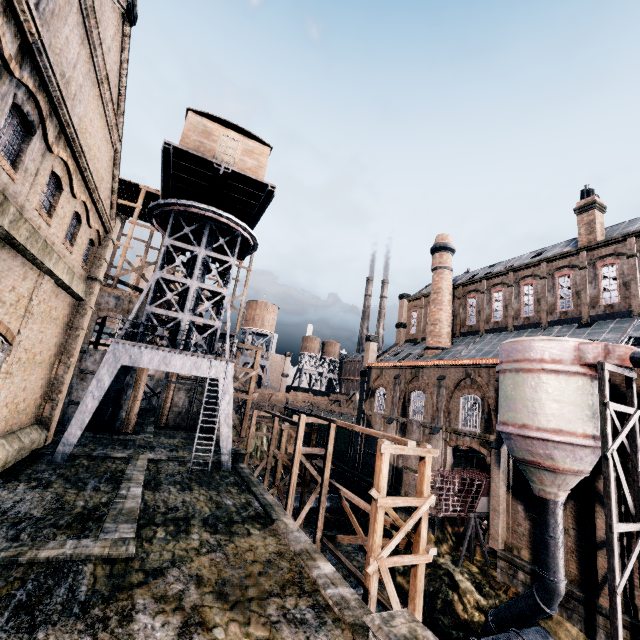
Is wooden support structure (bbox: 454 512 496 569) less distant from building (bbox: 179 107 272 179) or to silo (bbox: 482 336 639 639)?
silo (bbox: 482 336 639 639)

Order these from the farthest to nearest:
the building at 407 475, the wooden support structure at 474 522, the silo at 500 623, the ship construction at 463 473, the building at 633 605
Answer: the building at 407 475 → the ship construction at 463 473 → the wooden support structure at 474 522 → the building at 633 605 → the silo at 500 623

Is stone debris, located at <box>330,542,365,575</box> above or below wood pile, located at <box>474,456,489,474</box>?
below

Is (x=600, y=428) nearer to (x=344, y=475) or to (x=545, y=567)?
(x=545, y=567)

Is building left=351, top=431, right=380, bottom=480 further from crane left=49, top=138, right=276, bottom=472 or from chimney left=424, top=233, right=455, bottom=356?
crane left=49, top=138, right=276, bottom=472

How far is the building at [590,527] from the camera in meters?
16.3 m

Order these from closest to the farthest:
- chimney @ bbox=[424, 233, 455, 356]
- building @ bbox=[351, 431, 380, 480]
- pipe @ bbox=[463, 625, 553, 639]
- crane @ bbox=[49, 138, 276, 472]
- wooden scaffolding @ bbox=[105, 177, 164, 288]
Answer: pipe @ bbox=[463, 625, 553, 639], crane @ bbox=[49, 138, 276, 472], wooden scaffolding @ bbox=[105, 177, 164, 288], chimney @ bbox=[424, 233, 455, 356], building @ bbox=[351, 431, 380, 480]

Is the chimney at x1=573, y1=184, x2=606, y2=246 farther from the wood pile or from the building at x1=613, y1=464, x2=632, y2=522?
the wood pile
